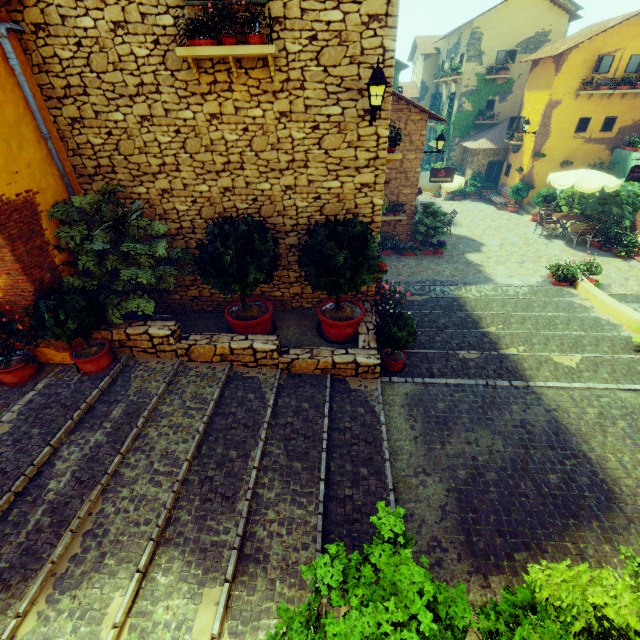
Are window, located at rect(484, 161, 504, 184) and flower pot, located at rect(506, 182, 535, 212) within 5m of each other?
yes

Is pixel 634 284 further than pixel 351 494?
Yes

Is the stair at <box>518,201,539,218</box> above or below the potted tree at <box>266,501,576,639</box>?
below

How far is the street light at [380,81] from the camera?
4.9 meters

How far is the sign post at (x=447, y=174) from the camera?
12.6m

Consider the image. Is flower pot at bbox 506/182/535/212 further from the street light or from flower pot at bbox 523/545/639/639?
flower pot at bbox 523/545/639/639

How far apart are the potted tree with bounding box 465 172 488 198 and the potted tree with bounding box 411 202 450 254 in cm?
1033

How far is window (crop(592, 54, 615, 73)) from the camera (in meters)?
15.03
